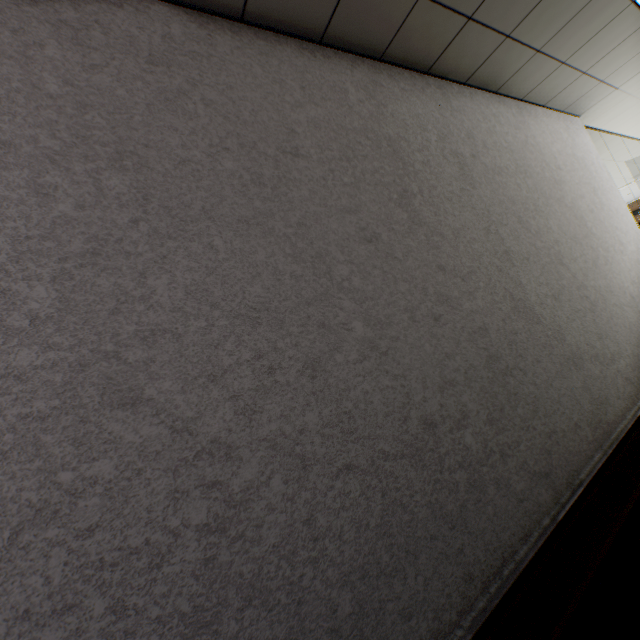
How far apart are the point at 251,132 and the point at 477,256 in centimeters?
153cm
